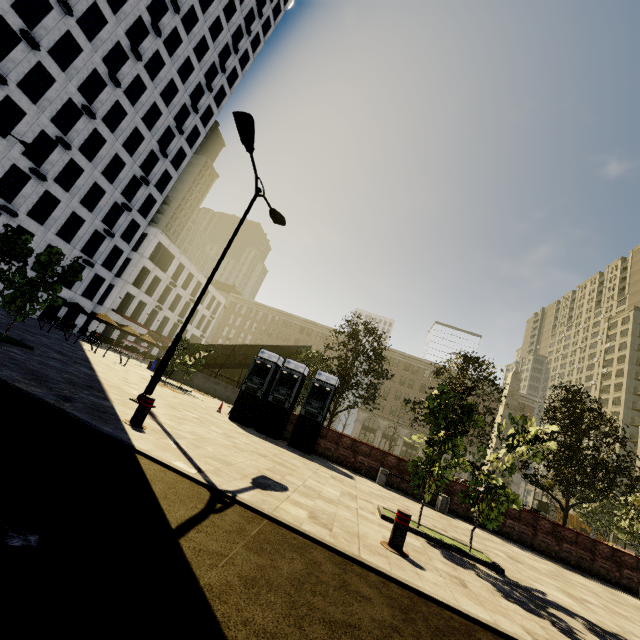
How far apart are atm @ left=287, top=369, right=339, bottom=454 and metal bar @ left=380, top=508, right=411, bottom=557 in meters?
7.9 m

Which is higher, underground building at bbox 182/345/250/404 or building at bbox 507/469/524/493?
building at bbox 507/469/524/493

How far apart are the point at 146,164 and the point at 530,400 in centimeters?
7191cm

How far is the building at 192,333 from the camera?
56.6m

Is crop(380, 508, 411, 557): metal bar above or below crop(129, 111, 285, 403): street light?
below

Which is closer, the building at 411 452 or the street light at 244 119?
the street light at 244 119

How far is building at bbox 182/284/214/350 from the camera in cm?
5658

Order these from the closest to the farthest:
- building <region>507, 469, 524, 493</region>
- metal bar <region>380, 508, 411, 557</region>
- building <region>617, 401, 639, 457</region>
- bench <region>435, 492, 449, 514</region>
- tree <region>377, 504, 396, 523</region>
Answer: metal bar <region>380, 508, 411, 557</region> → tree <region>377, 504, 396, 523</region> → bench <region>435, 492, 449, 514</region> → building <region>507, 469, 524, 493</region> → building <region>617, 401, 639, 457</region>
